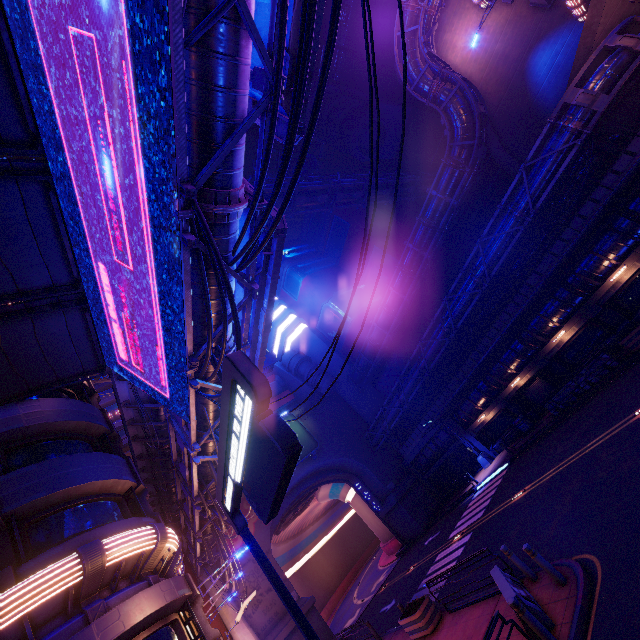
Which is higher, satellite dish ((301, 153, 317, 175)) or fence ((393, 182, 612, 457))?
satellite dish ((301, 153, 317, 175))

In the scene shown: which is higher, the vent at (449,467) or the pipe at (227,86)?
the pipe at (227,86)

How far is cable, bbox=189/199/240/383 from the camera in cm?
663

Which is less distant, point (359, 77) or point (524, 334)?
point (524, 334)

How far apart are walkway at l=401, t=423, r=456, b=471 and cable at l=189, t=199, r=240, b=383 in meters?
21.1 m

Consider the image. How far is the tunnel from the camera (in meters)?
34.78

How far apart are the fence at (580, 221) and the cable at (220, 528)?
21.0m
